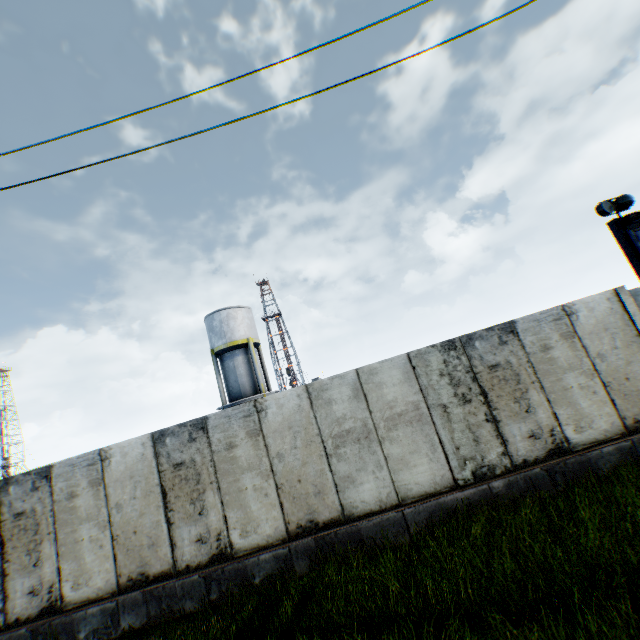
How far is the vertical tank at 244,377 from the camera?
25.2m

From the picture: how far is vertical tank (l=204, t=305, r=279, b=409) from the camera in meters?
25.2

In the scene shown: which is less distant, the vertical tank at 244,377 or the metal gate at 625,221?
the metal gate at 625,221

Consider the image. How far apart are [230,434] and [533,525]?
5.9 meters

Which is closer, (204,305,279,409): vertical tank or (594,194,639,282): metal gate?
→ (594,194,639,282): metal gate
